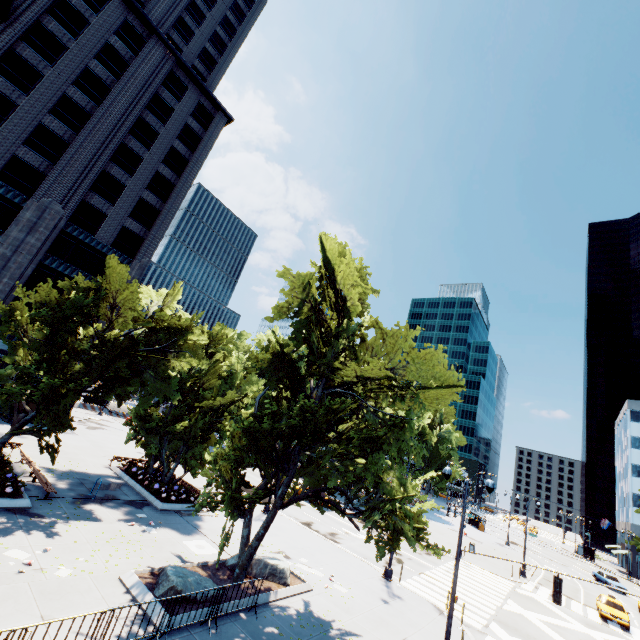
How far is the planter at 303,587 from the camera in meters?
12.9 m

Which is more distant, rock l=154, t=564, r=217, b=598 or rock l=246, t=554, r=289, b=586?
rock l=246, t=554, r=289, b=586

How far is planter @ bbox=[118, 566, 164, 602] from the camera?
10.67m

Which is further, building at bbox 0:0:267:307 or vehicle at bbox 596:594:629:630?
building at bbox 0:0:267:307

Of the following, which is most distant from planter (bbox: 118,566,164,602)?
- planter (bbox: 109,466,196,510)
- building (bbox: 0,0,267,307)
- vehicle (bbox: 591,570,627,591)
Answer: vehicle (bbox: 591,570,627,591)

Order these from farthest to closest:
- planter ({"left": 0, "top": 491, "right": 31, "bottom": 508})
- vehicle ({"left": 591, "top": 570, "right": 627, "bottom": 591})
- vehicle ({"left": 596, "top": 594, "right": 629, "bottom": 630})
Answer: vehicle ({"left": 591, "top": 570, "right": 627, "bottom": 591})
vehicle ({"left": 596, "top": 594, "right": 629, "bottom": 630})
planter ({"left": 0, "top": 491, "right": 31, "bottom": 508})

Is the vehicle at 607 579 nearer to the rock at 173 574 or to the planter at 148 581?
the planter at 148 581

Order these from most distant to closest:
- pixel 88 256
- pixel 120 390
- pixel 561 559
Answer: pixel 561 559, pixel 88 256, pixel 120 390
